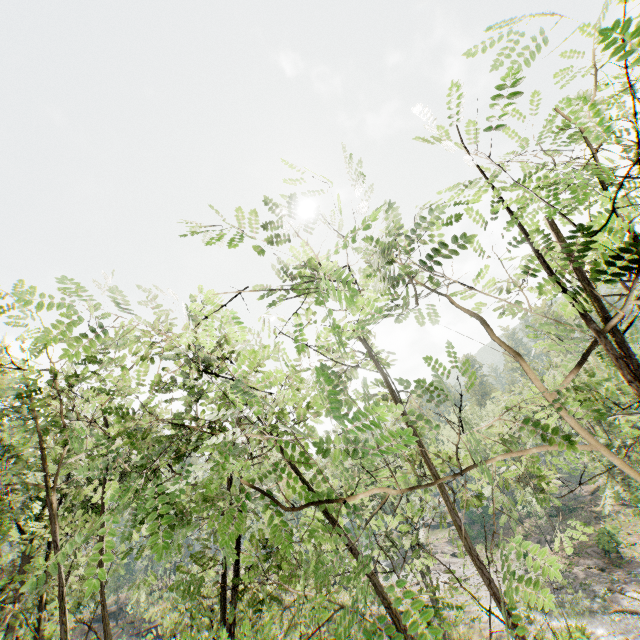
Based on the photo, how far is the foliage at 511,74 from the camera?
2.8 meters

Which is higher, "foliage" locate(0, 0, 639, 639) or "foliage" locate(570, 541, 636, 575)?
"foliage" locate(0, 0, 639, 639)

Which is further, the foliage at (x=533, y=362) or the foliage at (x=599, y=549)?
the foliage at (x=599, y=549)

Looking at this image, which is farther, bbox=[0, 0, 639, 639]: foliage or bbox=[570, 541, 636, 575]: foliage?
bbox=[570, 541, 636, 575]: foliage

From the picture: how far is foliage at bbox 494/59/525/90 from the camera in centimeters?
284cm

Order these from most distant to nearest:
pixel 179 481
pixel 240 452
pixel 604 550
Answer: pixel 179 481 < pixel 604 550 < pixel 240 452
